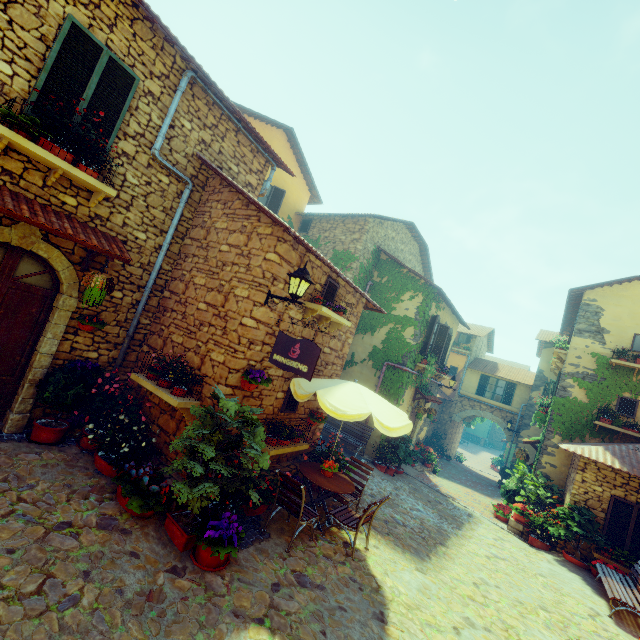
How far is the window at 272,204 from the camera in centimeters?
1355cm

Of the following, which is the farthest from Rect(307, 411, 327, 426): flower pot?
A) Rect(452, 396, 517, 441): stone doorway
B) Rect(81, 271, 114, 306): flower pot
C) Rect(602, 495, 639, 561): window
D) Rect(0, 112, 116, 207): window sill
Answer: Rect(452, 396, 517, 441): stone doorway

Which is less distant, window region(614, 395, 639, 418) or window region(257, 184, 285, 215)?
window region(614, 395, 639, 418)

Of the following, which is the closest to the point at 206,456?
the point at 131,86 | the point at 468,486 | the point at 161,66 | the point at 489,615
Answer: the point at 489,615

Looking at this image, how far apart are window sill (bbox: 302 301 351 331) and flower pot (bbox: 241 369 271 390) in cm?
149

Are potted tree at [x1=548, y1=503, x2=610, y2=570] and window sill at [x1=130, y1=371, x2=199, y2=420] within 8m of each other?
no

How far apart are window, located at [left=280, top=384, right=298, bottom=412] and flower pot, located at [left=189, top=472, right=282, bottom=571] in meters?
2.1

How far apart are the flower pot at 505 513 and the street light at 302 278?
11.43m
